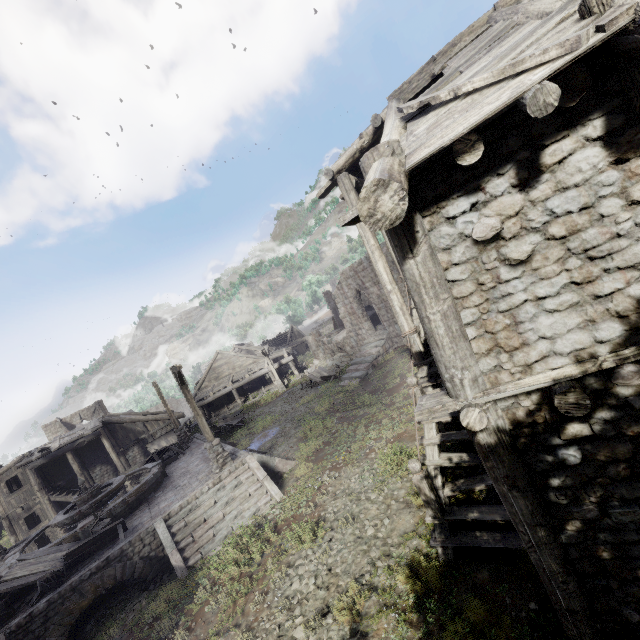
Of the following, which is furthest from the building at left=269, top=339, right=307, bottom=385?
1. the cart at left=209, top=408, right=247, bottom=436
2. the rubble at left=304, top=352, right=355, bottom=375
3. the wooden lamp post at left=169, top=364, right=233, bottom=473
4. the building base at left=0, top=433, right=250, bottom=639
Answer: the building base at left=0, top=433, right=250, bottom=639

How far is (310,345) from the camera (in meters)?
A: 34.41

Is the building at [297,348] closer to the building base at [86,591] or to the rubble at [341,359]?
the rubble at [341,359]

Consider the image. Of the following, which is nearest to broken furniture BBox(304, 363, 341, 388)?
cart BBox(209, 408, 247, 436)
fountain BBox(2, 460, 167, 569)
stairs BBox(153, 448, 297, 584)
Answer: cart BBox(209, 408, 247, 436)

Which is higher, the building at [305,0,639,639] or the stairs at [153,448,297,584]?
the building at [305,0,639,639]

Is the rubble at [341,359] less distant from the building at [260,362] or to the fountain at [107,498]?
the building at [260,362]

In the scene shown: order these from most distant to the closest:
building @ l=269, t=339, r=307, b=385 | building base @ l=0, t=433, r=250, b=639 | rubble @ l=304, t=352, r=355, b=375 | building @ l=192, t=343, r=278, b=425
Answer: building @ l=269, t=339, r=307, b=385, building @ l=192, t=343, r=278, b=425, rubble @ l=304, t=352, r=355, b=375, building base @ l=0, t=433, r=250, b=639

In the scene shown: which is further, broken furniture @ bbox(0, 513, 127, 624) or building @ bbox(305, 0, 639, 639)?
broken furniture @ bbox(0, 513, 127, 624)
